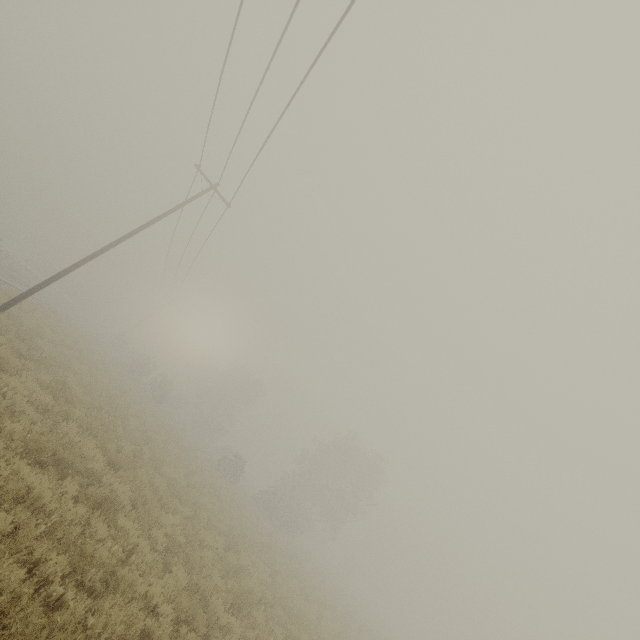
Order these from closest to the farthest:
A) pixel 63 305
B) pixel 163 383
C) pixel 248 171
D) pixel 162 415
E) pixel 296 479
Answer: pixel 248 171, pixel 162 415, pixel 163 383, pixel 296 479, pixel 63 305
